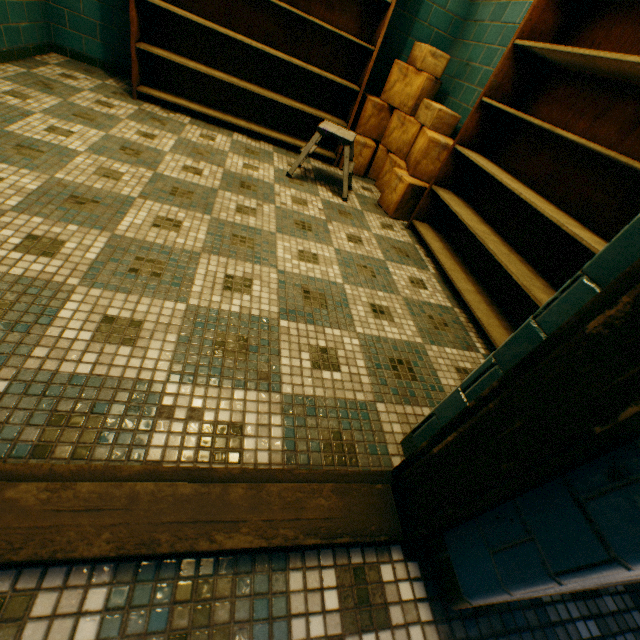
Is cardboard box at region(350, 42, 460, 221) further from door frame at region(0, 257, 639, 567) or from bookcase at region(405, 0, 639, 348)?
door frame at region(0, 257, 639, 567)

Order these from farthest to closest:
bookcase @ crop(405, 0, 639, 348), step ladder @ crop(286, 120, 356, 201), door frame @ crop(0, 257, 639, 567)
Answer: step ladder @ crop(286, 120, 356, 201) → bookcase @ crop(405, 0, 639, 348) → door frame @ crop(0, 257, 639, 567)

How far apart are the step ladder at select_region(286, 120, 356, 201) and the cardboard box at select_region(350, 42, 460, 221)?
0.7m

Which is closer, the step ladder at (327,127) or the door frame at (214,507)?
the door frame at (214,507)

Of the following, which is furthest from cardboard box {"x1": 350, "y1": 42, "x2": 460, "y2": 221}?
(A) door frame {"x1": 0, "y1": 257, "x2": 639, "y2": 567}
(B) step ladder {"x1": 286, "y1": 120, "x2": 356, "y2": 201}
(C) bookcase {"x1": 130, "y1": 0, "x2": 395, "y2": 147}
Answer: (A) door frame {"x1": 0, "y1": 257, "x2": 639, "y2": 567}

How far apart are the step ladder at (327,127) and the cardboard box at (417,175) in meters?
0.7

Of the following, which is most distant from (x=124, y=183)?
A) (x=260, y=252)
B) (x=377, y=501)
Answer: (x=377, y=501)

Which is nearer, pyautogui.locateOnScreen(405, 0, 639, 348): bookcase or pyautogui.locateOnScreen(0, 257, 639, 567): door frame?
pyautogui.locateOnScreen(0, 257, 639, 567): door frame
